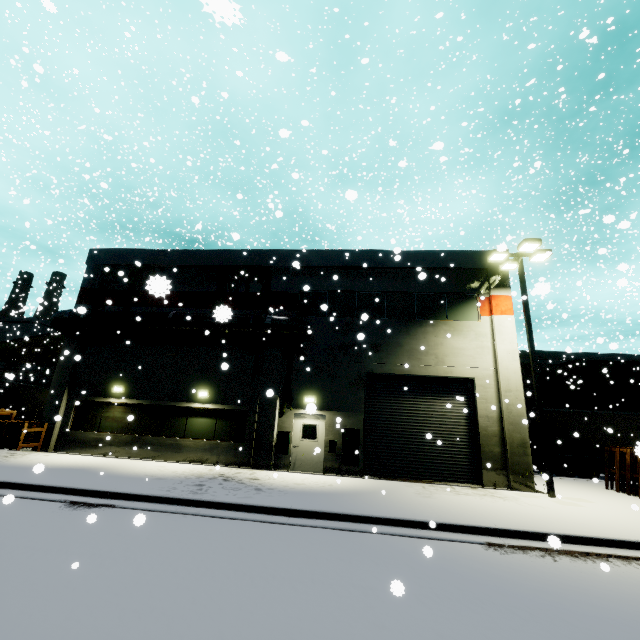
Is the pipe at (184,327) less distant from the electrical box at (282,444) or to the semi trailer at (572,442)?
the electrical box at (282,444)

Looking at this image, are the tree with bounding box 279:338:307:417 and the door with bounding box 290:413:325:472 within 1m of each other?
yes

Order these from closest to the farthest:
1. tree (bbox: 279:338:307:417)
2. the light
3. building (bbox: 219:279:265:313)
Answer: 1. the light
2. tree (bbox: 279:338:307:417)
3. building (bbox: 219:279:265:313)

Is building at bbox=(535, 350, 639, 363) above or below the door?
above

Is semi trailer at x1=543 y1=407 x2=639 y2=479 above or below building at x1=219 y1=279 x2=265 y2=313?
below

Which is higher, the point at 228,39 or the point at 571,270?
the point at 228,39

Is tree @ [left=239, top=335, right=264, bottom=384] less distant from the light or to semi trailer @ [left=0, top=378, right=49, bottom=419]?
the light

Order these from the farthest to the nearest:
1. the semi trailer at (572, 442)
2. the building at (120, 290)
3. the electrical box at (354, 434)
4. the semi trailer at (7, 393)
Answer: the semi trailer at (7, 393) → the semi trailer at (572, 442) → the building at (120, 290) → the electrical box at (354, 434)
